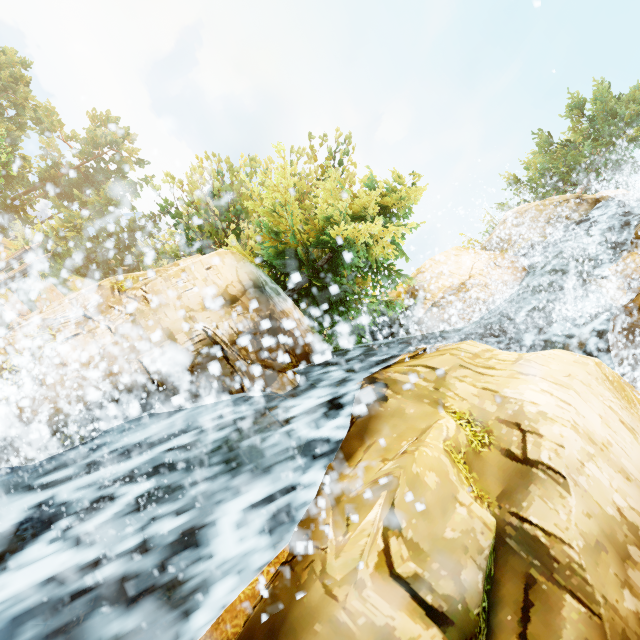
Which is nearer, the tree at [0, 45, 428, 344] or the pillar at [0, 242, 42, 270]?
the tree at [0, 45, 428, 344]

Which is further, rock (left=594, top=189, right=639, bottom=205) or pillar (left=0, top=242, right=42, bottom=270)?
rock (left=594, top=189, right=639, bottom=205)

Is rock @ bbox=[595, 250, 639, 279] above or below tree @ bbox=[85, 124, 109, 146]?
below

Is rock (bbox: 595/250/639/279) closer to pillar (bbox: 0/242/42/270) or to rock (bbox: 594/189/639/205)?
rock (bbox: 594/189/639/205)

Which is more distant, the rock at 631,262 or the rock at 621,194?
the rock at 621,194

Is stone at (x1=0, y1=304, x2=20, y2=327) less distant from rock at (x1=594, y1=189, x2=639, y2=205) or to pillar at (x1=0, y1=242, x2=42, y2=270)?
pillar at (x1=0, y1=242, x2=42, y2=270)

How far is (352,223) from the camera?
9.6m

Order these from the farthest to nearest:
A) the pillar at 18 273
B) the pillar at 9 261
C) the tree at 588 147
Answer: the tree at 588 147 → the pillar at 9 261 → the pillar at 18 273
